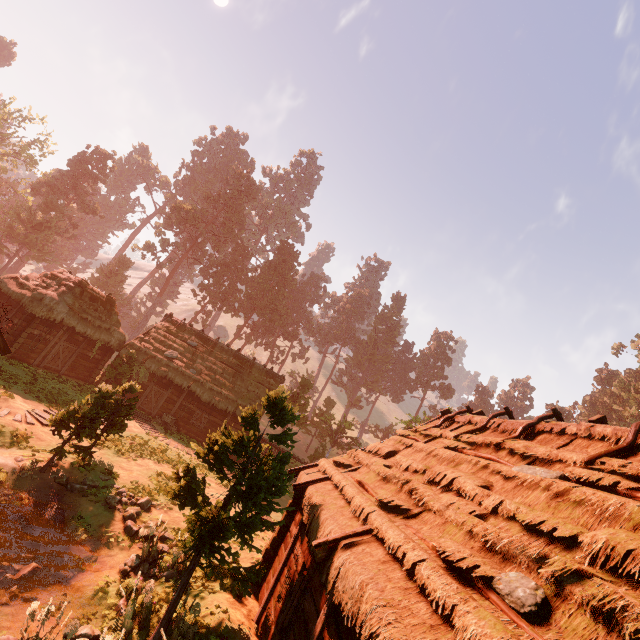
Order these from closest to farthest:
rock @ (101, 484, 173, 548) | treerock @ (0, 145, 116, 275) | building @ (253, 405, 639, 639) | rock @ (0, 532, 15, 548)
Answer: building @ (253, 405, 639, 639), rock @ (0, 532, 15, 548), rock @ (101, 484, 173, 548), treerock @ (0, 145, 116, 275)

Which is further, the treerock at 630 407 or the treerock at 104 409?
the treerock at 630 407

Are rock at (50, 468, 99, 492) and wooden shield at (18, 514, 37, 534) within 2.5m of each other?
yes

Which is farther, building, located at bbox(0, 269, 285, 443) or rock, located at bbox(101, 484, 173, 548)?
building, located at bbox(0, 269, 285, 443)

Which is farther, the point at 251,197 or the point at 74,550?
the point at 251,197

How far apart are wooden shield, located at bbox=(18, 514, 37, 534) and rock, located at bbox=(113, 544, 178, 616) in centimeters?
274cm

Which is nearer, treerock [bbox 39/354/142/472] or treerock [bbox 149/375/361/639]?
treerock [bbox 149/375/361/639]

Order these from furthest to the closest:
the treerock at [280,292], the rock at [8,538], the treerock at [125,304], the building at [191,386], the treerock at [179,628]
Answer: the treerock at [280,292] < the treerock at [125,304] < the building at [191,386] < the rock at [8,538] < the treerock at [179,628]
